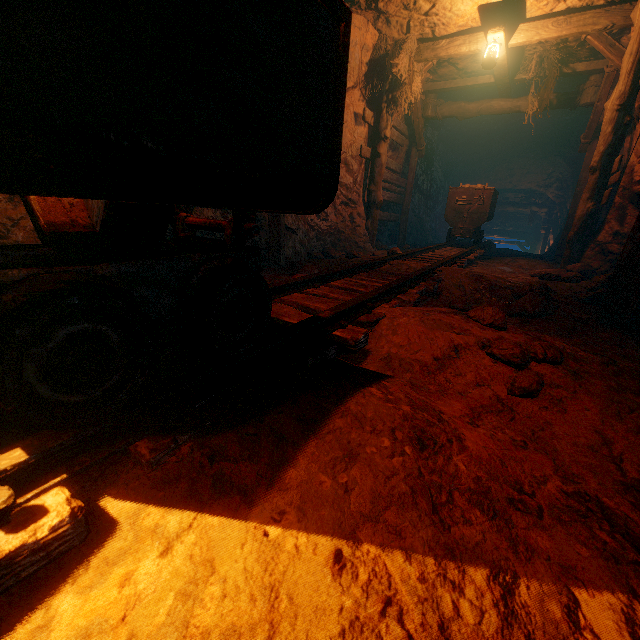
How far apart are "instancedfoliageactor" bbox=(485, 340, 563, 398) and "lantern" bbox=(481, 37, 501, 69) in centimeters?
609cm

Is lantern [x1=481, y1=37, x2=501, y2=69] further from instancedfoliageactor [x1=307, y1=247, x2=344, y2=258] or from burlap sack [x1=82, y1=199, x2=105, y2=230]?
instancedfoliageactor [x1=307, y1=247, x2=344, y2=258]

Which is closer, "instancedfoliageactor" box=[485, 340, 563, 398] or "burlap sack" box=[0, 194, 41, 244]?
"instancedfoliageactor" box=[485, 340, 563, 398]

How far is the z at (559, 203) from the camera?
11.7 meters

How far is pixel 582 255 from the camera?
5.83m

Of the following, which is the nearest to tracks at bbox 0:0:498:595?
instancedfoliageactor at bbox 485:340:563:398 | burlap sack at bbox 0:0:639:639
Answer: burlap sack at bbox 0:0:639:639

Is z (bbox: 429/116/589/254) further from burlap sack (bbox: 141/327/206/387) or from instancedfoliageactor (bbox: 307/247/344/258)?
instancedfoliageactor (bbox: 307/247/344/258)

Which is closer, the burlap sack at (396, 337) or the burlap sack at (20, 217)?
the burlap sack at (396, 337)
